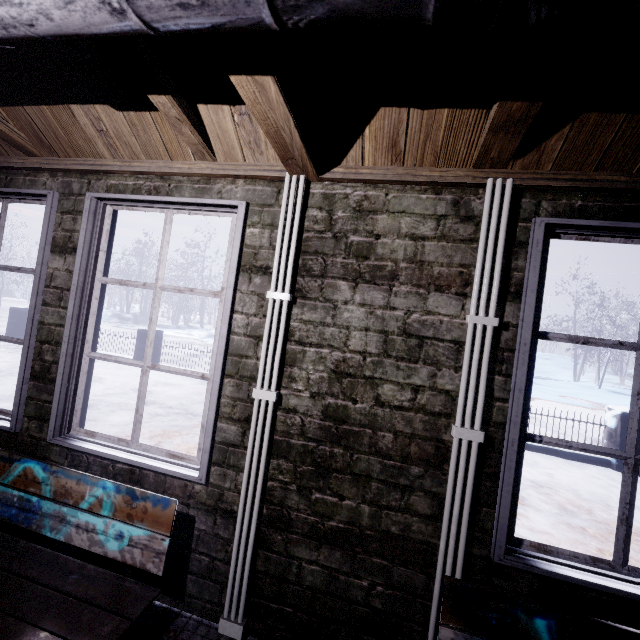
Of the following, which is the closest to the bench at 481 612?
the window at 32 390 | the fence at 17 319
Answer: the window at 32 390

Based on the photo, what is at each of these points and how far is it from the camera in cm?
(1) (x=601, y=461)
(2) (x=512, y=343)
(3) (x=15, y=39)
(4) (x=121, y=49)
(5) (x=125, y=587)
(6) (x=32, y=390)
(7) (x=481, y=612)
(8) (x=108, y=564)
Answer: (1) fence, 498
(2) window, 123
(3) pipe, 68
(4) beam, 102
(5) bench, 127
(6) window, 170
(7) bench, 105
(8) window, 154

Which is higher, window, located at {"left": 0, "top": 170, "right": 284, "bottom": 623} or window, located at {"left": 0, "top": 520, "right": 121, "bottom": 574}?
window, located at {"left": 0, "top": 170, "right": 284, "bottom": 623}

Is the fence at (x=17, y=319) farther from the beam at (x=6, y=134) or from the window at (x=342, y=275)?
the beam at (x=6, y=134)

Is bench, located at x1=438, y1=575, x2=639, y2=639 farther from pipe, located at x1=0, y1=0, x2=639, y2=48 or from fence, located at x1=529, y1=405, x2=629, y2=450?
fence, located at x1=529, y1=405, x2=629, y2=450

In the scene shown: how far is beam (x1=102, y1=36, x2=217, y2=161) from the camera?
1.0m

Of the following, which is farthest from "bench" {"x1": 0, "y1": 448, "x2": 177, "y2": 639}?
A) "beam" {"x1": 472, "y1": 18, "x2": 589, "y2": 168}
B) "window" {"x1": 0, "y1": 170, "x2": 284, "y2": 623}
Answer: "beam" {"x1": 472, "y1": 18, "x2": 589, "y2": 168}

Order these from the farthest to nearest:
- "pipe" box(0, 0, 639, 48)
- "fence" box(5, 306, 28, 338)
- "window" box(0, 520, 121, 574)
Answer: "fence" box(5, 306, 28, 338) → "window" box(0, 520, 121, 574) → "pipe" box(0, 0, 639, 48)
